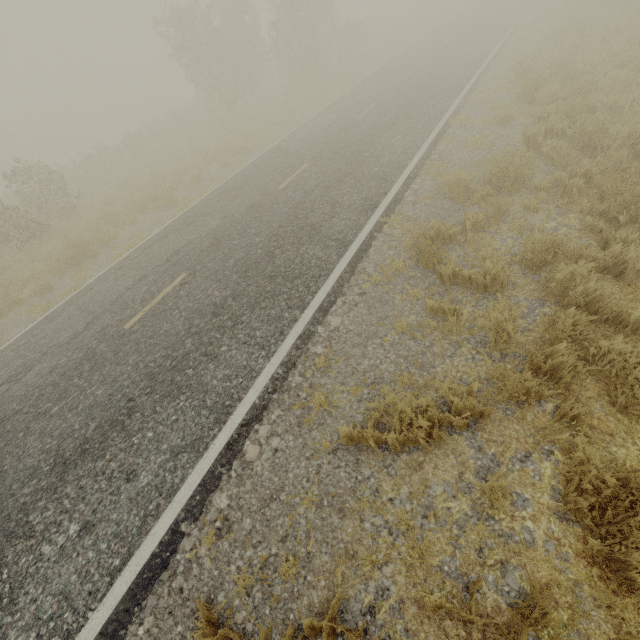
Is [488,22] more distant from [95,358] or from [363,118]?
[95,358]
